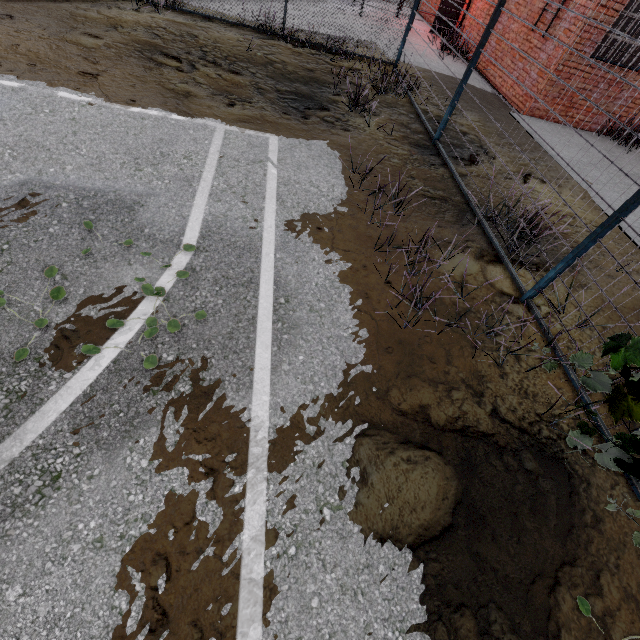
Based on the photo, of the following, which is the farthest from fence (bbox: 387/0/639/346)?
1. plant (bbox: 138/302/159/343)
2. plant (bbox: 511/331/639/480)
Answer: plant (bbox: 138/302/159/343)

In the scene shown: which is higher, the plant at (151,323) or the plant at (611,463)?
the plant at (611,463)

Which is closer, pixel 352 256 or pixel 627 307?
pixel 352 256

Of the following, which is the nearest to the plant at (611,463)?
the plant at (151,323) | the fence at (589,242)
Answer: the fence at (589,242)

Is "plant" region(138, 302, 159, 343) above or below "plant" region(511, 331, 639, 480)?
below

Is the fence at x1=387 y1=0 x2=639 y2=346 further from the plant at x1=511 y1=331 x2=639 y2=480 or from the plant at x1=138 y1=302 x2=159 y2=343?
the plant at x1=138 y1=302 x2=159 y2=343
